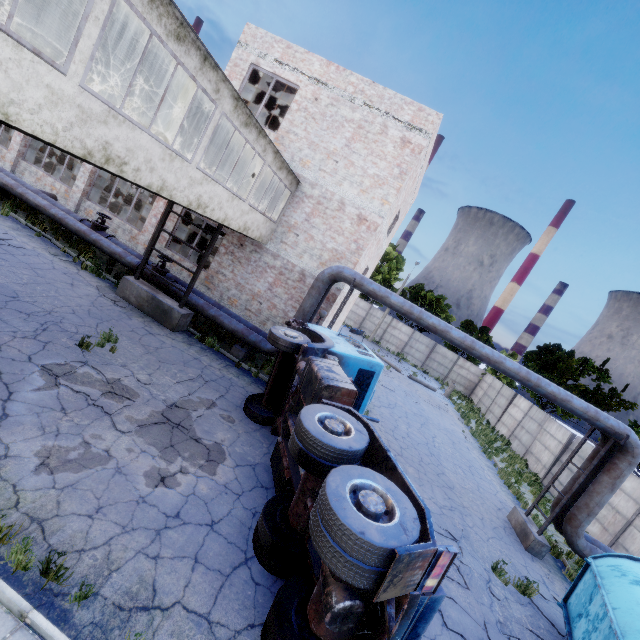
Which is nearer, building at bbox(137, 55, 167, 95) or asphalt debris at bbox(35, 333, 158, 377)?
asphalt debris at bbox(35, 333, 158, 377)

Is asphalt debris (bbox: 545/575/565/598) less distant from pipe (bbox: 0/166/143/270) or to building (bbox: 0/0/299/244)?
building (bbox: 0/0/299/244)

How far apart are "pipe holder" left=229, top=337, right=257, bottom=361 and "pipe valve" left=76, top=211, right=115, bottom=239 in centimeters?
835cm

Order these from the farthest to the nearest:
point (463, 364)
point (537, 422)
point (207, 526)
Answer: point (463, 364) → point (537, 422) → point (207, 526)

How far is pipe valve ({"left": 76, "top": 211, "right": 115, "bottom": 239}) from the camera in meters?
14.6

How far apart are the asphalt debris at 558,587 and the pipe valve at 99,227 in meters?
21.2 m

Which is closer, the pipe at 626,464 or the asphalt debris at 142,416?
the asphalt debris at 142,416

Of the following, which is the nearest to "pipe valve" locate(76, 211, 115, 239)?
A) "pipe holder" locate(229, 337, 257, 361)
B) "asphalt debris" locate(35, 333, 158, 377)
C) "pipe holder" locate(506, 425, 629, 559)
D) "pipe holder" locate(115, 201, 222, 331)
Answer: "pipe holder" locate(115, 201, 222, 331)
